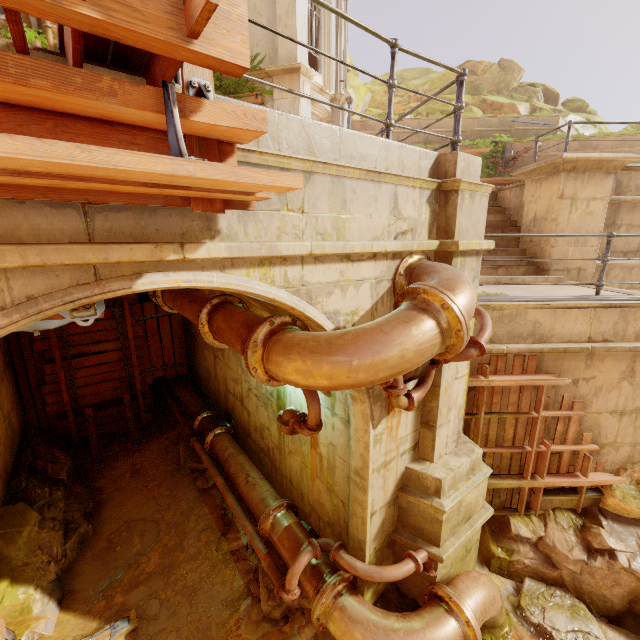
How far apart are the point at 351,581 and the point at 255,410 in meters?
3.4 m

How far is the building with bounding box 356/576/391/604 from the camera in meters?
4.3 m

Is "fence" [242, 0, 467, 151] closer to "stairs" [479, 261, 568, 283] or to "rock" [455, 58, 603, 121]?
"stairs" [479, 261, 568, 283]

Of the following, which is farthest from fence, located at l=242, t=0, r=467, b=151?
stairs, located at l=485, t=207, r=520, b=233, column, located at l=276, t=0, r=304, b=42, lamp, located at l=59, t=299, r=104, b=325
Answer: column, located at l=276, t=0, r=304, b=42

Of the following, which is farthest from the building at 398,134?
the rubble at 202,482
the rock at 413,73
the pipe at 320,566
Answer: the rock at 413,73

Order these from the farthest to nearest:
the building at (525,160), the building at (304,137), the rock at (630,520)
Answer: the building at (525,160) < the rock at (630,520) < the building at (304,137)
